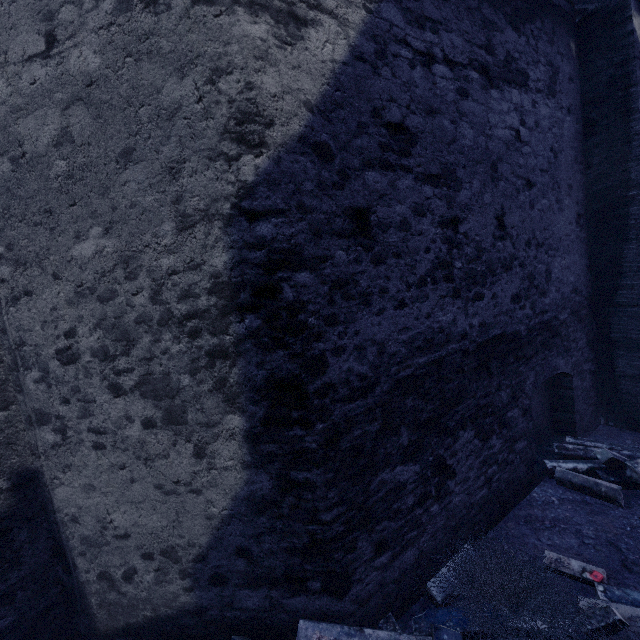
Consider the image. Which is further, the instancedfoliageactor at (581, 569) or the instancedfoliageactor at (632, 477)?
the instancedfoliageactor at (632, 477)

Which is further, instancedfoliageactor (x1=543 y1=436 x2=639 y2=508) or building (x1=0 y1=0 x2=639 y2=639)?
instancedfoliageactor (x1=543 y1=436 x2=639 y2=508)

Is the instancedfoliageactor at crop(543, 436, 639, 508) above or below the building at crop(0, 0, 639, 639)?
below

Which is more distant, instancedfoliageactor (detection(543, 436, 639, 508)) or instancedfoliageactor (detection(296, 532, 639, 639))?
instancedfoliageactor (detection(543, 436, 639, 508))

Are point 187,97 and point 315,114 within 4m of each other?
yes

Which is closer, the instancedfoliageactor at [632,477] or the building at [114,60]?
the building at [114,60]
